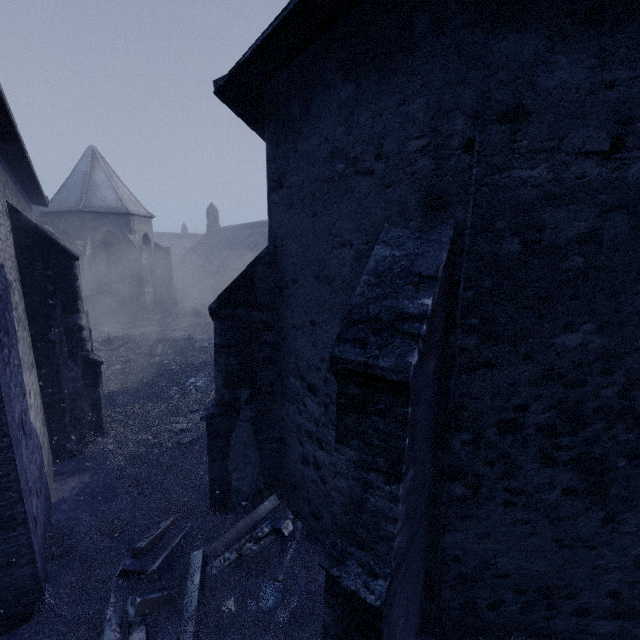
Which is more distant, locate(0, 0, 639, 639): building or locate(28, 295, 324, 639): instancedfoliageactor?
locate(28, 295, 324, 639): instancedfoliageactor

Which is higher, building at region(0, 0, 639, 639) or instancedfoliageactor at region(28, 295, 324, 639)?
building at region(0, 0, 639, 639)

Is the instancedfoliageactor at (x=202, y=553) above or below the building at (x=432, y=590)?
below

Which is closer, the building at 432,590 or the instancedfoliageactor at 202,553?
the building at 432,590

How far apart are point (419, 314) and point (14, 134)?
7.33m
